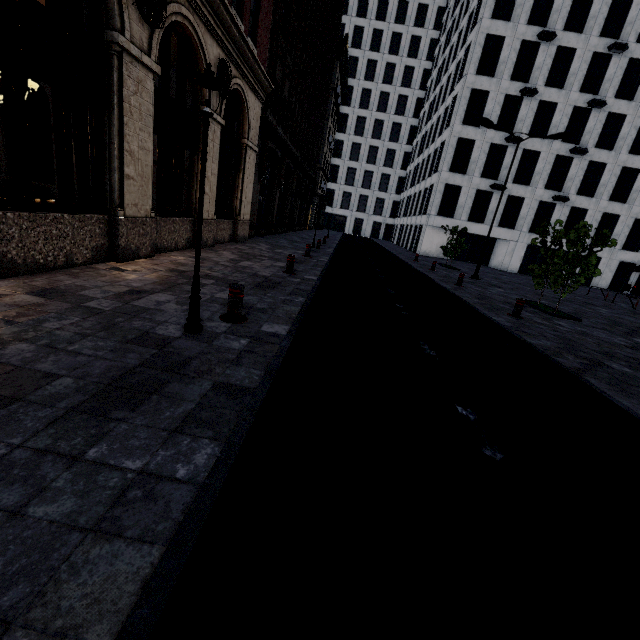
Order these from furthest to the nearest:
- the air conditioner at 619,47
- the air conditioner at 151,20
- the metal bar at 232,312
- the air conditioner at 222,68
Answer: the air conditioner at 619,47, the air conditioner at 222,68, the air conditioner at 151,20, the metal bar at 232,312

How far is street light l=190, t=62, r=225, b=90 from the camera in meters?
3.4

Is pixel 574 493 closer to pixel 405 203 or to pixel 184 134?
pixel 184 134

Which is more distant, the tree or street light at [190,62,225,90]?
the tree

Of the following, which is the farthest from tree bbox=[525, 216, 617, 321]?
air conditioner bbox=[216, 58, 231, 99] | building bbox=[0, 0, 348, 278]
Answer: air conditioner bbox=[216, 58, 231, 99]

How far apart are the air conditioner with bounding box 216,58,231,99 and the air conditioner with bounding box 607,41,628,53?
33.8m

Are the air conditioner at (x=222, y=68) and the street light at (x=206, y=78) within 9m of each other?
yes

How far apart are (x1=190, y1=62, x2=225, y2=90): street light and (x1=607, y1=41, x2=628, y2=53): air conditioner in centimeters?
3860cm
